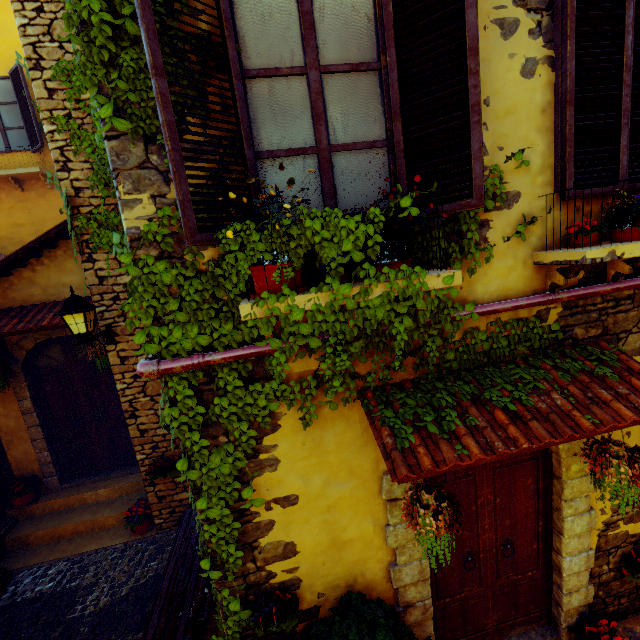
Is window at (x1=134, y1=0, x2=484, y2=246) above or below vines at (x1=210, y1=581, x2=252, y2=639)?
above

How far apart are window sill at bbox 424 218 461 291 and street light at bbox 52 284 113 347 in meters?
2.9

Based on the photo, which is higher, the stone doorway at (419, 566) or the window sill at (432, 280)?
the window sill at (432, 280)

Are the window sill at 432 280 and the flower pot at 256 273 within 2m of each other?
yes

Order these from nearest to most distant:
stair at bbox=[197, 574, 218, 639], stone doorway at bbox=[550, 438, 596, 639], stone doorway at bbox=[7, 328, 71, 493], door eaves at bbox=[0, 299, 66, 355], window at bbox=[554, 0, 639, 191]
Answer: window at bbox=[554, 0, 639, 191] < stone doorway at bbox=[550, 438, 596, 639] < stair at bbox=[197, 574, 218, 639] < door eaves at bbox=[0, 299, 66, 355] < stone doorway at bbox=[7, 328, 71, 493]

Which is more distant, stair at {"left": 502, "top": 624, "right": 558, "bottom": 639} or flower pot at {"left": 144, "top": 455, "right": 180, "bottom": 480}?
flower pot at {"left": 144, "top": 455, "right": 180, "bottom": 480}

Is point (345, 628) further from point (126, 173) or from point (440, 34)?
point (440, 34)

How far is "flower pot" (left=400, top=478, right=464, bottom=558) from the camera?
2.4m
